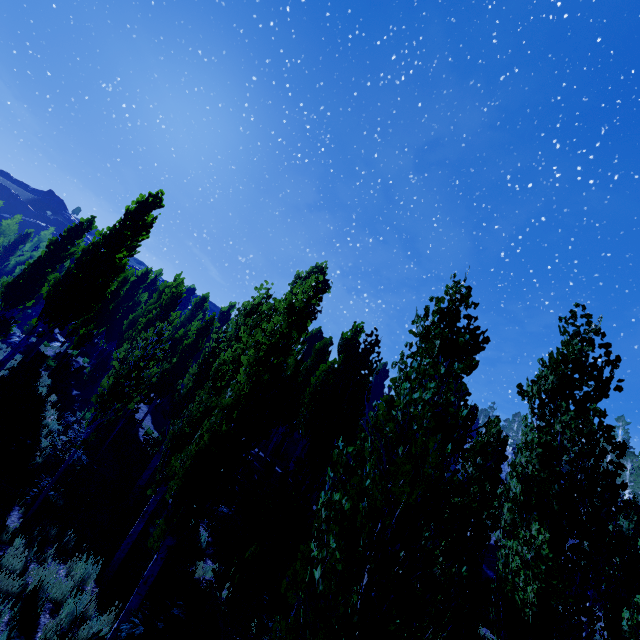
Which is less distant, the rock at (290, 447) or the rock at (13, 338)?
the rock at (13, 338)

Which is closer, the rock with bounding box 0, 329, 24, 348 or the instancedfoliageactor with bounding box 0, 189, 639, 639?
the instancedfoliageactor with bounding box 0, 189, 639, 639

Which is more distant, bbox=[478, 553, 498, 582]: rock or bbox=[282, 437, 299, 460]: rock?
bbox=[282, 437, 299, 460]: rock

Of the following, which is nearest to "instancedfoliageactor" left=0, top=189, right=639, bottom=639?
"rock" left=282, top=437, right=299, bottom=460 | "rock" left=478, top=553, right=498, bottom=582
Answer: "rock" left=478, top=553, right=498, bottom=582

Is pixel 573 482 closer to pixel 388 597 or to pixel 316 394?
pixel 388 597

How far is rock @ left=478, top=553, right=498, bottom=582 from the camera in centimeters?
2496cm

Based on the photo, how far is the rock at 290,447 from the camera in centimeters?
3193cm

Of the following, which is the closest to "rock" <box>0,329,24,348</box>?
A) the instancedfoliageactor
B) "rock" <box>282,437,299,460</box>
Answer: the instancedfoliageactor
